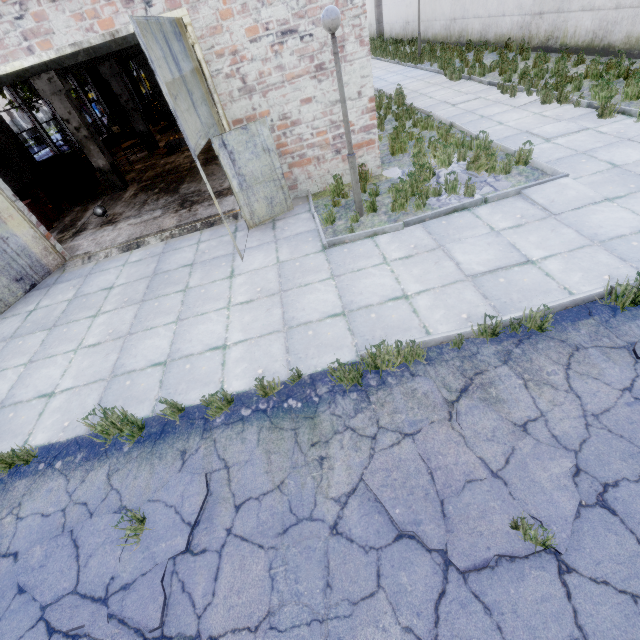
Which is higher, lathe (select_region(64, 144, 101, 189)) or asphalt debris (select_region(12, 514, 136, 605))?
lathe (select_region(64, 144, 101, 189))

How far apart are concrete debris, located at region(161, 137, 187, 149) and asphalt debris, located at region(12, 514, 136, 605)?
17.3m

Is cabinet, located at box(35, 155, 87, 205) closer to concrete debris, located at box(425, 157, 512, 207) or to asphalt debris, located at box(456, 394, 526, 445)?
concrete debris, located at box(425, 157, 512, 207)

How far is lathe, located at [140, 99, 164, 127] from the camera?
22.9 meters

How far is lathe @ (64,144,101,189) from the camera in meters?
13.5

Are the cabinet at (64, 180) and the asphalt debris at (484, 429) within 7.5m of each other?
no

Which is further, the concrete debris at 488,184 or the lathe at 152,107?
the lathe at 152,107

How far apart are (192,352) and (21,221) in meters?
6.7
